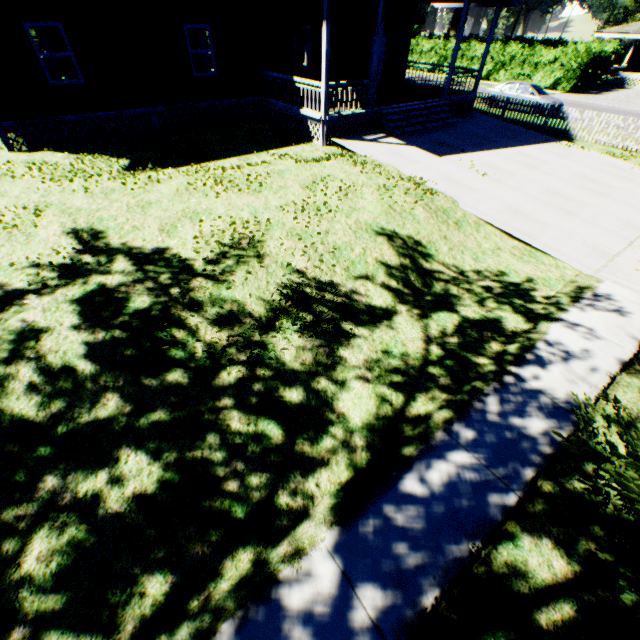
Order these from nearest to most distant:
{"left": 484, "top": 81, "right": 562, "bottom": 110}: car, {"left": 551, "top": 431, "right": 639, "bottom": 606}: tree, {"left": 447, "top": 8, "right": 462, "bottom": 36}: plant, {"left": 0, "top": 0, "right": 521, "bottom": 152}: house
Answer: {"left": 551, "top": 431, "right": 639, "bottom": 606}: tree, {"left": 0, "top": 0, "right": 521, "bottom": 152}: house, {"left": 484, "top": 81, "right": 562, "bottom": 110}: car, {"left": 447, "top": 8, "right": 462, "bottom": 36}: plant

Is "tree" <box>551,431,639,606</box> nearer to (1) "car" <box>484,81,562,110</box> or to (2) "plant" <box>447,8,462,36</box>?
(1) "car" <box>484,81,562,110</box>

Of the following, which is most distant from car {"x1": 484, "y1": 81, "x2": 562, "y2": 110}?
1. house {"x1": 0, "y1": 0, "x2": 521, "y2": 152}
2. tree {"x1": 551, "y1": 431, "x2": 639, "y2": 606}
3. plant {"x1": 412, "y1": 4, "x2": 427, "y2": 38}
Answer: plant {"x1": 412, "y1": 4, "x2": 427, "y2": 38}

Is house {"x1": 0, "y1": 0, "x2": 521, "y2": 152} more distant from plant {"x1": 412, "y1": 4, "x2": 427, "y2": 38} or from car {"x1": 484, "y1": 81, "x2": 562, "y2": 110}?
plant {"x1": 412, "y1": 4, "x2": 427, "y2": 38}

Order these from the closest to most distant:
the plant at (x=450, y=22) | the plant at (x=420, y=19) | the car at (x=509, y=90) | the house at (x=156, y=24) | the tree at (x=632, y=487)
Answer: the tree at (x=632, y=487), the house at (x=156, y=24), the car at (x=509, y=90), the plant at (x=420, y=19), the plant at (x=450, y=22)

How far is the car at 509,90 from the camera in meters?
19.7 m

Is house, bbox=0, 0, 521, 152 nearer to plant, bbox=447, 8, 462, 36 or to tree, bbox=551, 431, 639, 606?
tree, bbox=551, 431, 639, 606

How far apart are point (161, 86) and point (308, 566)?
16.3m
